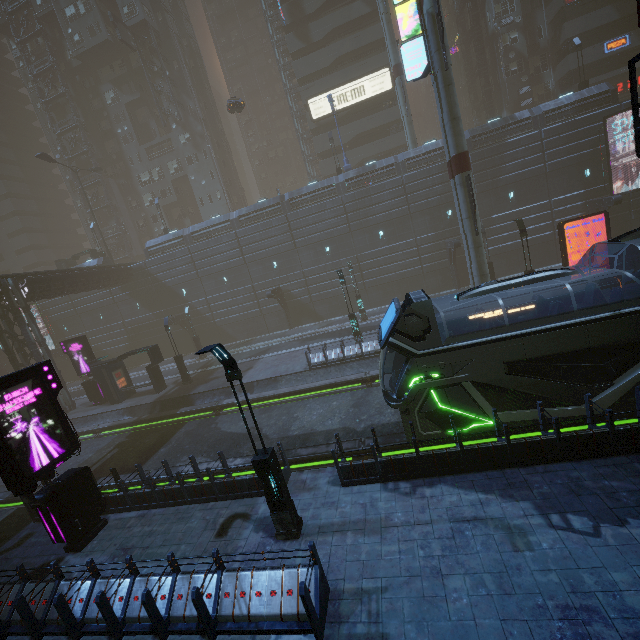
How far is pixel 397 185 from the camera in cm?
3081

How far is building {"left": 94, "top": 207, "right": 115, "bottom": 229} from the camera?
50.56m

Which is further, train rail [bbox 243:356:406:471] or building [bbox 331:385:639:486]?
train rail [bbox 243:356:406:471]

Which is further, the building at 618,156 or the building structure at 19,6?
the building structure at 19,6

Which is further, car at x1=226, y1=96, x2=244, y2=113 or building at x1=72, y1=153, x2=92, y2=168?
building at x1=72, y1=153, x2=92, y2=168

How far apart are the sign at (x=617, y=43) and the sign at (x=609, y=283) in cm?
3104

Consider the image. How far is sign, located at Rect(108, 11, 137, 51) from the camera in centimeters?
3931cm

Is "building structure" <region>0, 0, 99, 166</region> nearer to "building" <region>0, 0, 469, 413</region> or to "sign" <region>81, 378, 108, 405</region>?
"building" <region>0, 0, 469, 413</region>
